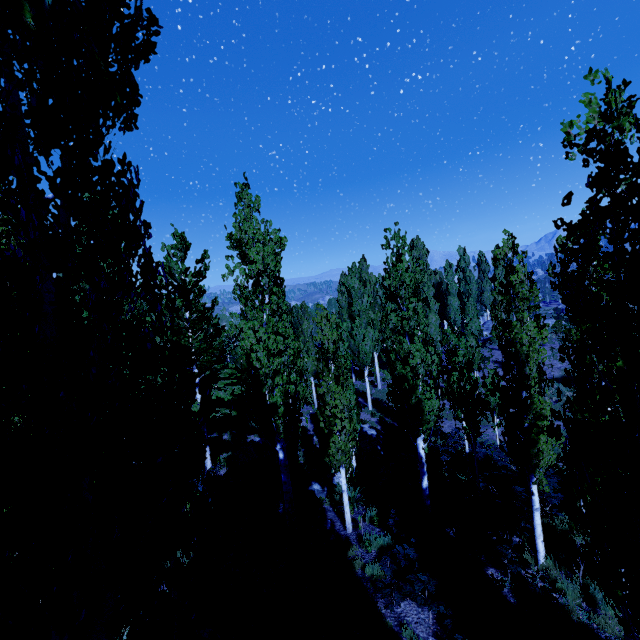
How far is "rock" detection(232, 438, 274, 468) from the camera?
17.7m

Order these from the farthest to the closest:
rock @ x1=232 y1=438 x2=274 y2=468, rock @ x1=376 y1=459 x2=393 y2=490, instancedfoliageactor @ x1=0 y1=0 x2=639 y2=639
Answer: rock @ x1=232 y1=438 x2=274 y2=468 → rock @ x1=376 y1=459 x2=393 y2=490 → instancedfoliageactor @ x1=0 y1=0 x2=639 y2=639

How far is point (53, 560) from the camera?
1.6m

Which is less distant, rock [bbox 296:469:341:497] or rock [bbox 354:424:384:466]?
rock [bbox 296:469:341:497]

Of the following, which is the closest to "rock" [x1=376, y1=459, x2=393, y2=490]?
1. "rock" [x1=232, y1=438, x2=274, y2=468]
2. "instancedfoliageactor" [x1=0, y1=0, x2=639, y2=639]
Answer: "instancedfoliageactor" [x1=0, y1=0, x2=639, y2=639]

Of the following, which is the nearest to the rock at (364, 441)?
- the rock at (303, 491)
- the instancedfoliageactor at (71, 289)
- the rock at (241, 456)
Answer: the instancedfoliageactor at (71, 289)

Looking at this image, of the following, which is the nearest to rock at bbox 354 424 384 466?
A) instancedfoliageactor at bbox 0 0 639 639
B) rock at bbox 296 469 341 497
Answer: instancedfoliageactor at bbox 0 0 639 639

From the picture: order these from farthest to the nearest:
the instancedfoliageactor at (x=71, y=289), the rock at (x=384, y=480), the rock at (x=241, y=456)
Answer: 1. the rock at (x=241, y=456)
2. the rock at (x=384, y=480)
3. the instancedfoliageactor at (x=71, y=289)
